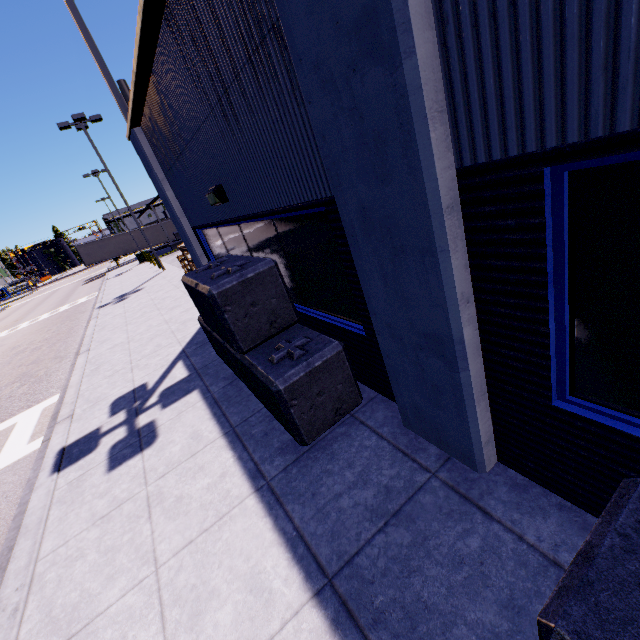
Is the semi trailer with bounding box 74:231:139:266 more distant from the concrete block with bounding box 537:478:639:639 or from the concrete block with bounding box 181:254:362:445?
the concrete block with bounding box 537:478:639:639

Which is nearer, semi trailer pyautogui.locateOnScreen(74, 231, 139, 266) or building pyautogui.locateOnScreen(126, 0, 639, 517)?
building pyautogui.locateOnScreen(126, 0, 639, 517)

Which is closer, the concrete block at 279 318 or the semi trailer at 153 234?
the concrete block at 279 318

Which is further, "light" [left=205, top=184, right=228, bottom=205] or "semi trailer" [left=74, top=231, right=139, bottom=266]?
"semi trailer" [left=74, top=231, right=139, bottom=266]

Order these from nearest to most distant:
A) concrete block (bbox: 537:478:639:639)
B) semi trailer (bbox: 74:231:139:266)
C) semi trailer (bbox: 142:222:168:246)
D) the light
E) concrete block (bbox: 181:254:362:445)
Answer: concrete block (bbox: 537:478:639:639), concrete block (bbox: 181:254:362:445), the light, semi trailer (bbox: 74:231:139:266), semi trailer (bbox: 142:222:168:246)

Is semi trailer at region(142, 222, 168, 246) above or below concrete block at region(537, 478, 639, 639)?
above

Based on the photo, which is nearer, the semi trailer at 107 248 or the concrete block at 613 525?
the concrete block at 613 525

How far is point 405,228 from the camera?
2.1m
